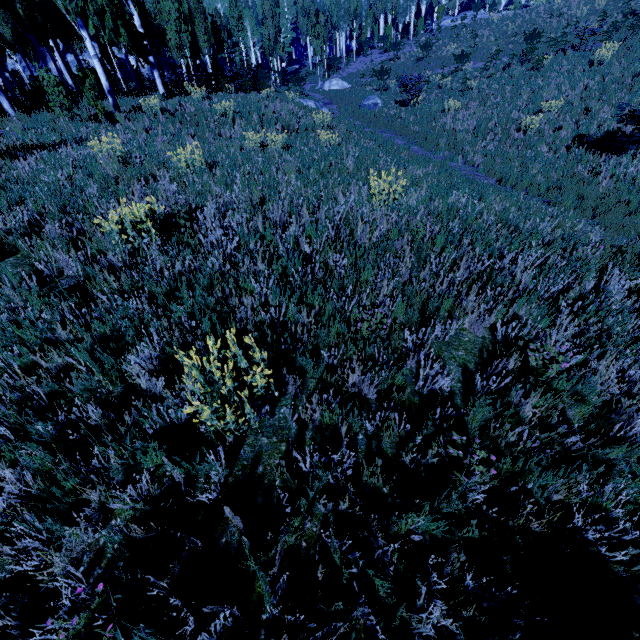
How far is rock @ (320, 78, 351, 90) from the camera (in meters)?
29.38

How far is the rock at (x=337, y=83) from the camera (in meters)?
29.38

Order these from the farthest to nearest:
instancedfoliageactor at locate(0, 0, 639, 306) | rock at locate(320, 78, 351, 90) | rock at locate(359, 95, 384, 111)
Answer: rock at locate(320, 78, 351, 90)
rock at locate(359, 95, 384, 111)
instancedfoliageactor at locate(0, 0, 639, 306)

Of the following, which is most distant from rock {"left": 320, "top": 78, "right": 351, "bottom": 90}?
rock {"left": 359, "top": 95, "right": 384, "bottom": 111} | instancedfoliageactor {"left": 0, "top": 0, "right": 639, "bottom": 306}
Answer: rock {"left": 359, "top": 95, "right": 384, "bottom": 111}

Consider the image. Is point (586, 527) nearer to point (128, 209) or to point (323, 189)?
point (128, 209)

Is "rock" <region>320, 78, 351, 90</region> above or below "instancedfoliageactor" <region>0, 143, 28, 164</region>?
below

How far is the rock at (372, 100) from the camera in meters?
20.8 m
